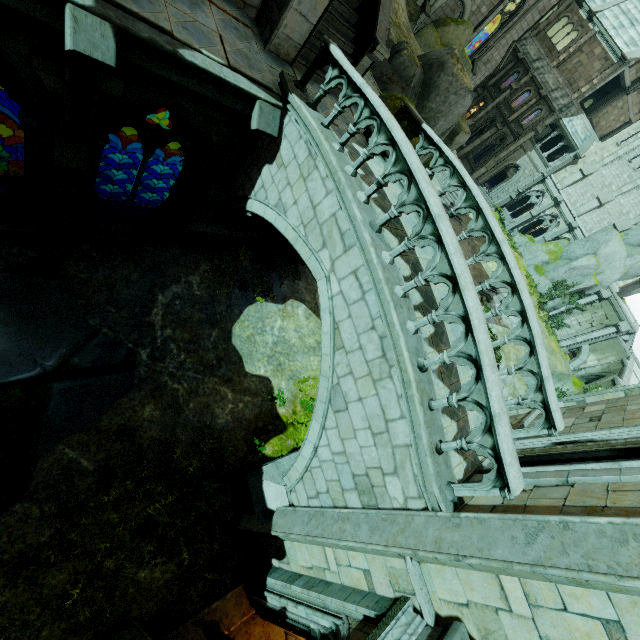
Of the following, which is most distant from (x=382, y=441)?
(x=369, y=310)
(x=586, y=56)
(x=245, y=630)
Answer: (x=586, y=56)

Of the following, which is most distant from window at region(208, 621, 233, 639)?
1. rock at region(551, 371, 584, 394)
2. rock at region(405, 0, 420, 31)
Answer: rock at region(551, 371, 584, 394)

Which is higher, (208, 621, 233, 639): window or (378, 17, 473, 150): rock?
(378, 17, 473, 150): rock

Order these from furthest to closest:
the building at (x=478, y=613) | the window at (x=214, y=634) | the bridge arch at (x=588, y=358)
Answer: the bridge arch at (x=588, y=358), the window at (x=214, y=634), the building at (x=478, y=613)

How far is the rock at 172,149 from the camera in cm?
2564

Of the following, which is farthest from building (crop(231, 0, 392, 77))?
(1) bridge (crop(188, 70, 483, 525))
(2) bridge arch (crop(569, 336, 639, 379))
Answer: (2) bridge arch (crop(569, 336, 639, 379))

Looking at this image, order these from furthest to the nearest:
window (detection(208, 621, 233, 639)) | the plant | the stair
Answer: the stair, the plant, window (detection(208, 621, 233, 639))

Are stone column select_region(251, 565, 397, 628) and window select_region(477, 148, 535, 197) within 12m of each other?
no
